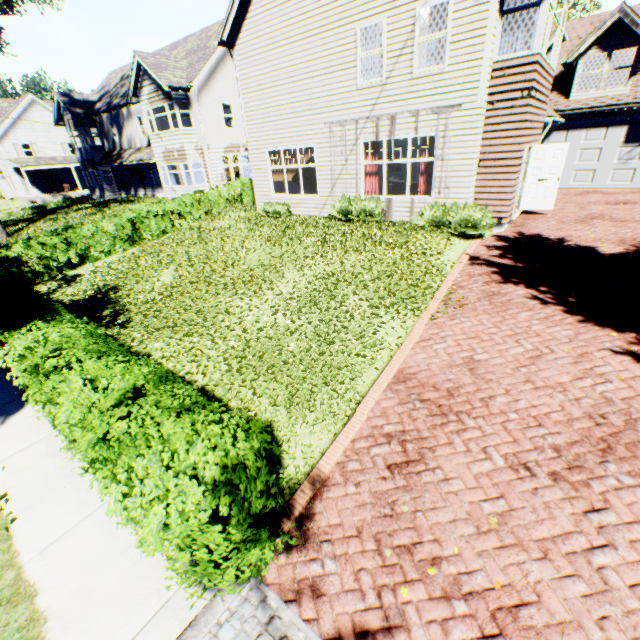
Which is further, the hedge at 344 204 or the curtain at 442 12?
the hedge at 344 204

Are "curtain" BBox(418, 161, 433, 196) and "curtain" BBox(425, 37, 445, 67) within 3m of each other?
yes

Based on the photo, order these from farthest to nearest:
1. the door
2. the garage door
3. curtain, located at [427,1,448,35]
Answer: the garage door, the door, curtain, located at [427,1,448,35]

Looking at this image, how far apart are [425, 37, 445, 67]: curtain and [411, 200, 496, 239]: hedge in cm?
388

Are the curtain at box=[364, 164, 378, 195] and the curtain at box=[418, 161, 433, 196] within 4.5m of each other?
yes

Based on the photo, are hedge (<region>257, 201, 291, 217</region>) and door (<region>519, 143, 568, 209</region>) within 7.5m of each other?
no

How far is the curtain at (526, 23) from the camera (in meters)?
8.59

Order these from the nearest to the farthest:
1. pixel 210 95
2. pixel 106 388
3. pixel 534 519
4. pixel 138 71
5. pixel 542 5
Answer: pixel 534 519 → pixel 106 388 → pixel 542 5 → pixel 138 71 → pixel 210 95
